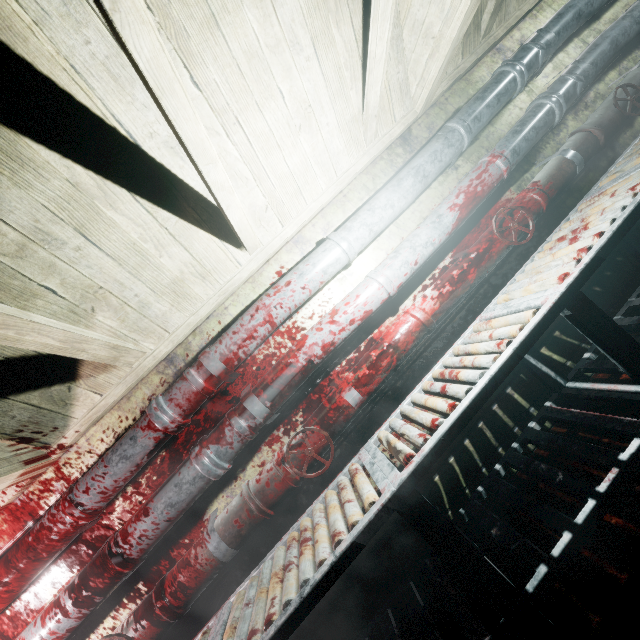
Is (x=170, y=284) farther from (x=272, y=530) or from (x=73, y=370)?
(x=272, y=530)

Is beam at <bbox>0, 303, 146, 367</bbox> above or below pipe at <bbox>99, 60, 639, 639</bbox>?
above

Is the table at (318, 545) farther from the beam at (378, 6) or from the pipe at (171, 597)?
the beam at (378, 6)

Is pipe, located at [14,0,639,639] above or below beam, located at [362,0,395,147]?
below

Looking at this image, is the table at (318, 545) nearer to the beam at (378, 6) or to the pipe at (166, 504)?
the pipe at (166, 504)

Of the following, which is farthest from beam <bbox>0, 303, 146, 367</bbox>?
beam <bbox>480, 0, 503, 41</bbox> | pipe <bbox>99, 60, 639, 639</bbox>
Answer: pipe <bbox>99, 60, 639, 639</bbox>

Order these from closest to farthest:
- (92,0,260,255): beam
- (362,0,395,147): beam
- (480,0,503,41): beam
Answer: (92,0,260,255): beam, (362,0,395,147): beam, (480,0,503,41): beam

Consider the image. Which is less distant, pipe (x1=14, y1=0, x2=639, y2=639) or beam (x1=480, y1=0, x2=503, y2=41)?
pipe (x1=14, y1=0, x2=639, y2=639)
